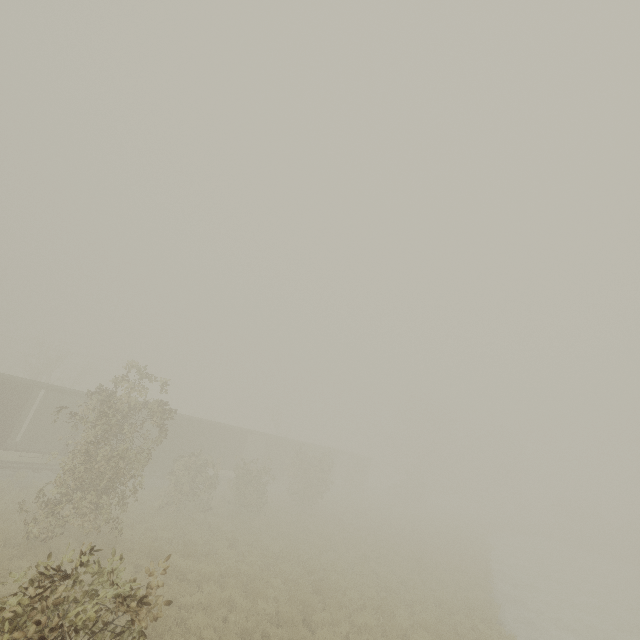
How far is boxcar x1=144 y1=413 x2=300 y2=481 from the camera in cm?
2538

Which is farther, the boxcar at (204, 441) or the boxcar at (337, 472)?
the boxcar at (337, 472)

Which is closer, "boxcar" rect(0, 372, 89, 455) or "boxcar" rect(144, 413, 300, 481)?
"boxcar" rect(0, 372, 89, 455)

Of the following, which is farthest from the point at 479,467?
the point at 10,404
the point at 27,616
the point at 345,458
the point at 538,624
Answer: the point at 27,616

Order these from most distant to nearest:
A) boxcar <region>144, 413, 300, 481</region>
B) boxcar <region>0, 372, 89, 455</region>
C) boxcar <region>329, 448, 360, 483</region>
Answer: boxcar <region>329, 448, 360, 483</region> < boxcar <region>144, 413, 300, 481</region> < boxcar <region>0, 372, 89, 455</region>
